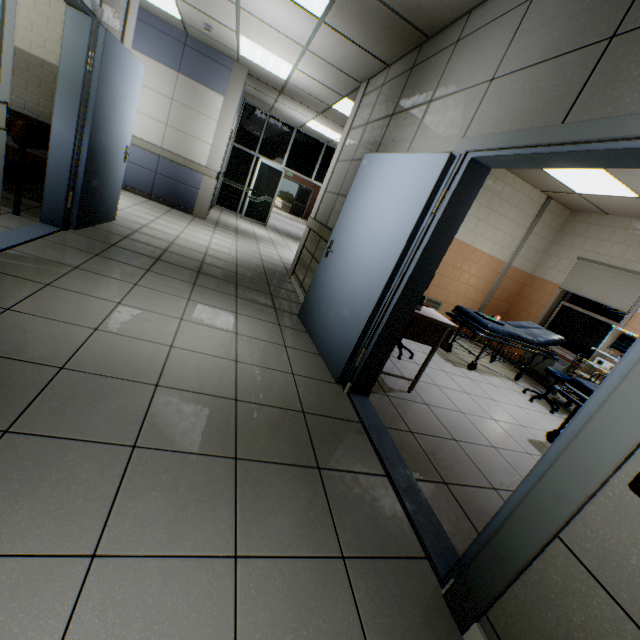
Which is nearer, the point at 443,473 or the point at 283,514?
the point at 283,514

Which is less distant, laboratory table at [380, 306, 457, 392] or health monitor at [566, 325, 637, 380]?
laboratory table at [380, 306, 457, 392]

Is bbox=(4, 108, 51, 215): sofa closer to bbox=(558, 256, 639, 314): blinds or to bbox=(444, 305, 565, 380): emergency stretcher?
bbox=(444, 305, 565, 380): emergency stretcher

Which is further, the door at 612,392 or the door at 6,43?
the door at 6,43

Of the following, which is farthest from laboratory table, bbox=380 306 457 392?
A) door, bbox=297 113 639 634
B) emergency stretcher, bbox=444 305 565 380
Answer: emergency stretcher, bbox=444 305 565 380

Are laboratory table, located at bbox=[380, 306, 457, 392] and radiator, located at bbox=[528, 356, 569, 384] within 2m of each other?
no

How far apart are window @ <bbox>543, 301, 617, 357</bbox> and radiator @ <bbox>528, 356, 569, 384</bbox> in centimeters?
20cm

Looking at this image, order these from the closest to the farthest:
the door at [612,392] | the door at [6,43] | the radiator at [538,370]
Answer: the door at [612,392], the door at [6,43], the radiator at [538,370]
